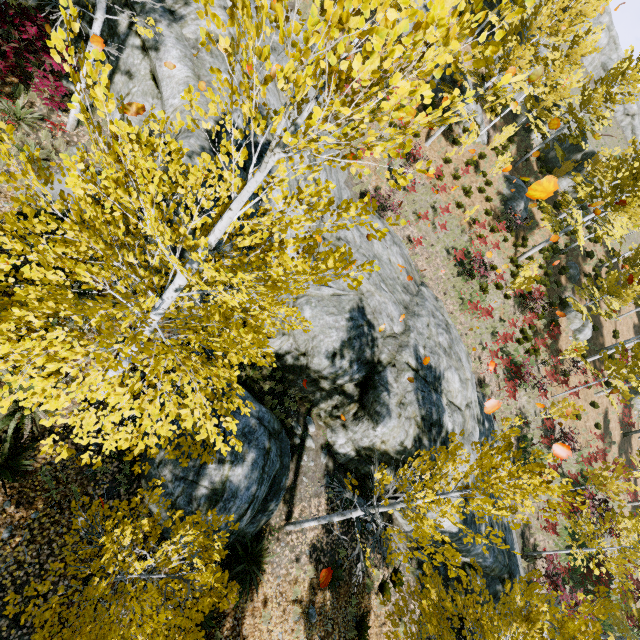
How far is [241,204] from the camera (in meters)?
3.65

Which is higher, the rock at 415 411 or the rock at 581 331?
the rock at 581 331

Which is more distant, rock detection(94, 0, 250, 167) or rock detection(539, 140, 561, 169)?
rock detection(539, 140, 561, 169)

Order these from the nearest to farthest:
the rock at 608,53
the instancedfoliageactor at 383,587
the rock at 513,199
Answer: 1. the instancedfoliageactor at 383,587
2. the rock at 513,199
3. the rock at 608,53

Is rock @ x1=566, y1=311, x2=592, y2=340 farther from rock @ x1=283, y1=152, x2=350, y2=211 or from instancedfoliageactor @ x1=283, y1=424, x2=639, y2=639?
rock @ x1=283, y1=152, x2=350, y2=211

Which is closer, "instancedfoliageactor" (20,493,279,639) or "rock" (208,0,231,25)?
"instancedfoliageactor" (20,493,279,639)

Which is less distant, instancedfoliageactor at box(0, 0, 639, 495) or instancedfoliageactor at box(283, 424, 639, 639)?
instancedfoliageactor at box(0, 0, 639, 495)

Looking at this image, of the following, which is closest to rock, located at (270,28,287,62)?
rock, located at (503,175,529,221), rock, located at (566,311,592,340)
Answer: rock, located at (503,175,529,221)
